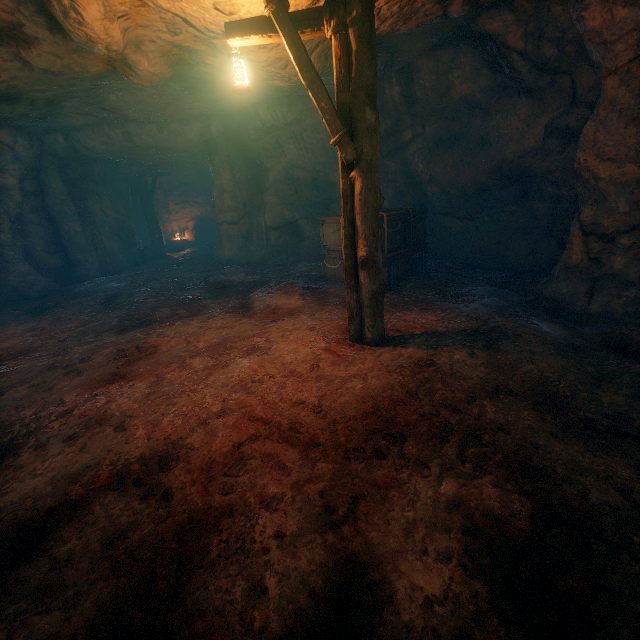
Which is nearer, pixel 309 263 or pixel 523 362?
pixel 523 362

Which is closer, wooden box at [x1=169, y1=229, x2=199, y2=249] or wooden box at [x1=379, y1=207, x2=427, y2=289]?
wooden box at [x1=379, y1=207, x2=427, y2=289]

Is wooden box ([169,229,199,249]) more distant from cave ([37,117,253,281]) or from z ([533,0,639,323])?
z ([533,0,639,323])

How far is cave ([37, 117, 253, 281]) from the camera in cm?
1135

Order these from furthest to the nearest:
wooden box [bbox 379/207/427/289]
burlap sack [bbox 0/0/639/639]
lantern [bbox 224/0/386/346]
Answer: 1. wooden box [bbox 379/207/427/289]
2. lantern [bbox 224/0/386/346]
3. burlap sack [bbox 0/0/639/639]

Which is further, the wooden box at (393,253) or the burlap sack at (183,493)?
the wooden box at (393,253)

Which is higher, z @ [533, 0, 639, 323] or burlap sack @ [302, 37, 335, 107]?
burlap sack @ [302, 37, 335, 107]

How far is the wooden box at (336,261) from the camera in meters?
8.2 m
